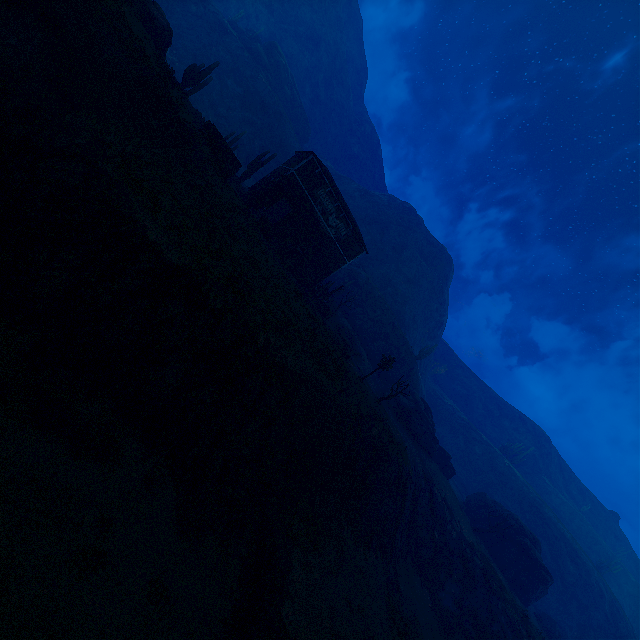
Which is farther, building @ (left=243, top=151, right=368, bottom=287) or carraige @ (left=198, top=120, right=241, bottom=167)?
building @ (left=243, top=151, right=368, bottom=287)

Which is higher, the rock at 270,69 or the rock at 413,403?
the rock at 270,69

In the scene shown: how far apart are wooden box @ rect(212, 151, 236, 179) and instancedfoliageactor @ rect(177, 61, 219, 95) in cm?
1005

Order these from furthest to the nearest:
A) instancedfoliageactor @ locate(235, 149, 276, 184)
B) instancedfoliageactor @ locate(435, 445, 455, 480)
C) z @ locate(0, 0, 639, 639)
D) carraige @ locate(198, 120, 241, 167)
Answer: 1. instancedfoliageactor @ locate(435, 445, 455, 480)
2. instancedfoliageactor @ locate(235, 149, 276, 184)
3. carraige @ locate(198, 120, 241, 167)
4. z @ locate(0, 0, 639, 639)

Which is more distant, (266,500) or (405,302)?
(405,302)

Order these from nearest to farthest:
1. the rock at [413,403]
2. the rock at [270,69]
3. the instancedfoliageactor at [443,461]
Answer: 1. the rock at [413,403]
2. the instancedfoliageactor at [443,461]
3. the rock at [270,69]

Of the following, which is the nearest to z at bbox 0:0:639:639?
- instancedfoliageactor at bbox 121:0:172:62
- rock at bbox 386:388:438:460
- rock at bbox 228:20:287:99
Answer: rock at bbox 228:20:287:99

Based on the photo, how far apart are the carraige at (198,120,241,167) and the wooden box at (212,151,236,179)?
0.04m
